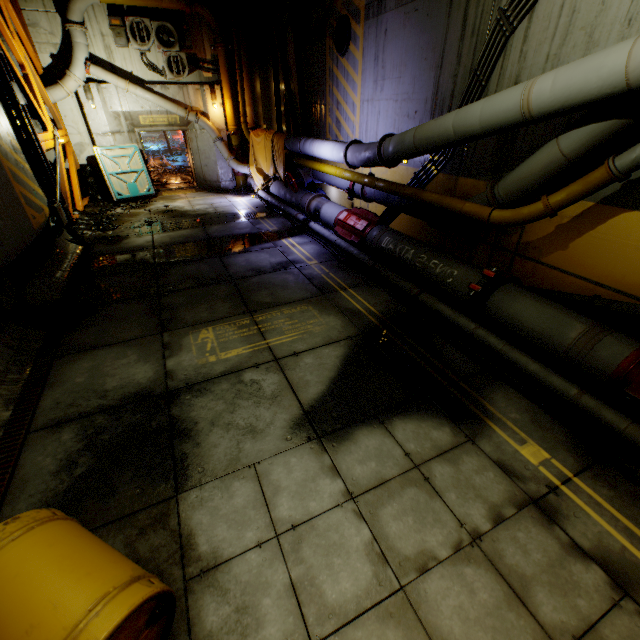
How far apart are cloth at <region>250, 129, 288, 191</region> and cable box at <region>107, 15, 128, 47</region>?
4.9 meters

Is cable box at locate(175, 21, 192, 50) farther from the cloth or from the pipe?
the cloth

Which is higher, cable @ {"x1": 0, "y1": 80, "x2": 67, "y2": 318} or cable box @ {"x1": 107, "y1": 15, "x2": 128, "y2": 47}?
cable box @ {"x1": 107, "y1": 15, "x2": 128, "y2": 47}

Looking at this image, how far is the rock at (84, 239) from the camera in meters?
9.3 m

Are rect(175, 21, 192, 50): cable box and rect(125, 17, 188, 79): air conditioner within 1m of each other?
yes

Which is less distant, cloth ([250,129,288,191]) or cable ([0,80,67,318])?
cable ([0,80,67,318])

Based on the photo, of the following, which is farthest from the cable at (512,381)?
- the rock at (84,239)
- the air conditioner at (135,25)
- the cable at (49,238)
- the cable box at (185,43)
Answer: the cable at (49,238)

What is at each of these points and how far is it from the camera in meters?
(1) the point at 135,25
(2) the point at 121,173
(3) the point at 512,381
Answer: (1) air conditioner, 11.3 m
(2) door, 13.0 m
(3) cable, 4.1 m
